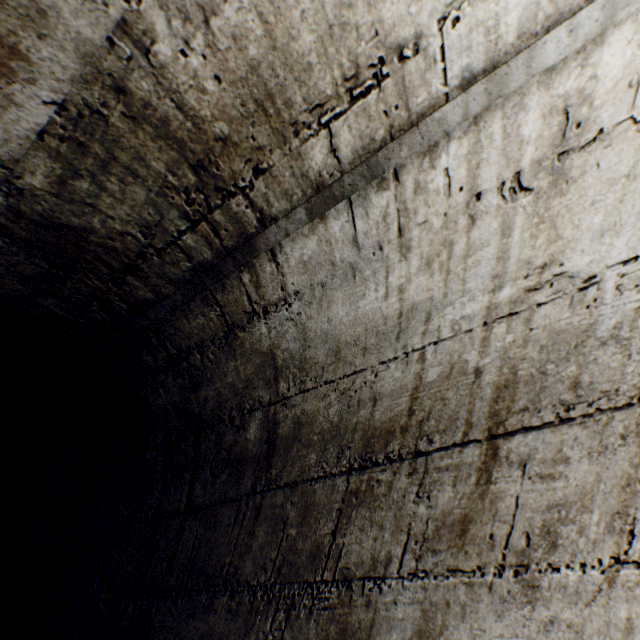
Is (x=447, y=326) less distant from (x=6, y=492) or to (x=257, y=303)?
(x=257, y=303)
